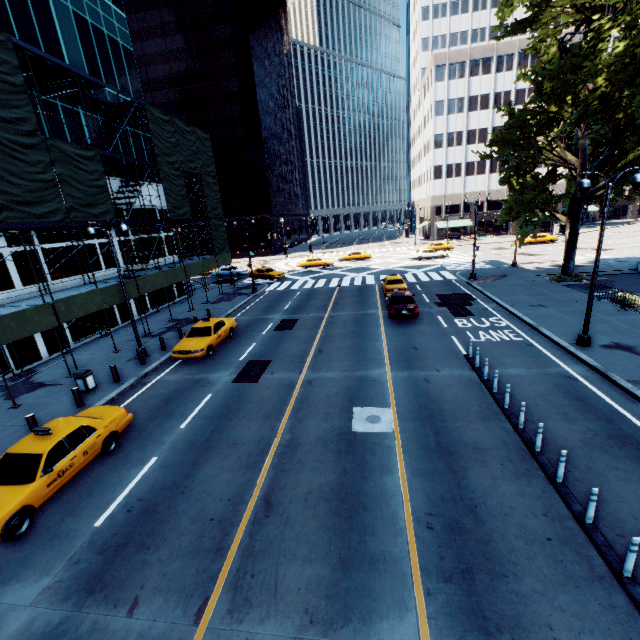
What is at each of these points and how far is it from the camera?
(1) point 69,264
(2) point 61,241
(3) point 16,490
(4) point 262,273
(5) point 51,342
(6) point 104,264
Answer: (1) building, 21.0m
(2) building, 20.5m
(3) vehicle, 8.0m
(4) vehicle, 40.2m
(5) building, 19.6m
(6) building, 23.8m

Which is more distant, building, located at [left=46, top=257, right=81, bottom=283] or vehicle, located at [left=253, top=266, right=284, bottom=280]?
vehicle, located at [left=253, top=266, right=284, bottom=280]

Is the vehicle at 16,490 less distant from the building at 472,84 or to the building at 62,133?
the building at 62,133

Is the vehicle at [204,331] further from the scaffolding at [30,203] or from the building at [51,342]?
the building at [51,342]

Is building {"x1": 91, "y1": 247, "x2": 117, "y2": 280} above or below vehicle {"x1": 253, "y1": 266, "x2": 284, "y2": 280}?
above

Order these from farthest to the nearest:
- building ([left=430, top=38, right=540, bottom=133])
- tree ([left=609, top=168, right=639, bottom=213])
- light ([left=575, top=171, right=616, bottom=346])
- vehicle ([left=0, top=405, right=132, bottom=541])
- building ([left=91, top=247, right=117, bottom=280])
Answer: building ([left=430, top=38, right=540, bottom=133]), building ([left=91, top=247, right=117, bottom=280]), tree ([left=609, top=168, right=639, bottom=213]), light ([left=575, top=171, right=616, bottom=346]), vehicle ([left=0, top=405, right=132, bottom=541])

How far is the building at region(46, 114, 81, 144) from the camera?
20.16m
